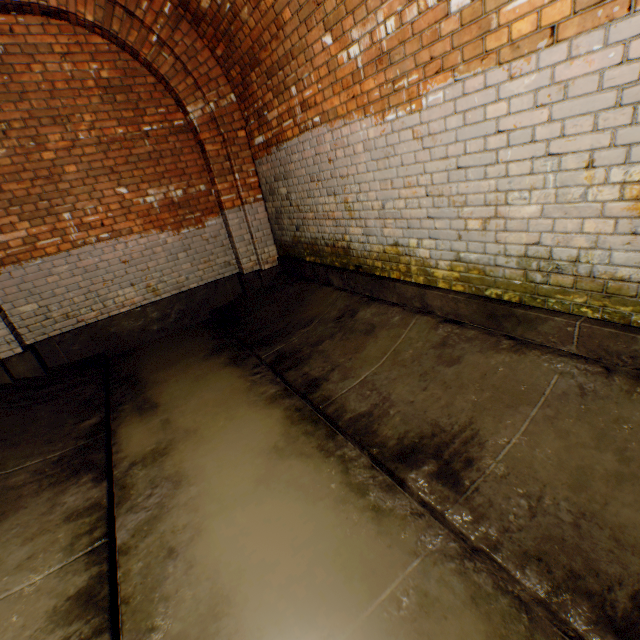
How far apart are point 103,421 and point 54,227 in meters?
2.9
